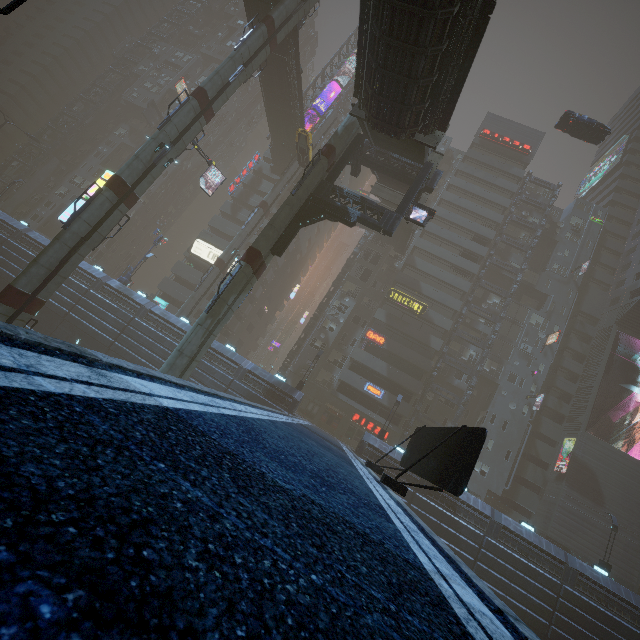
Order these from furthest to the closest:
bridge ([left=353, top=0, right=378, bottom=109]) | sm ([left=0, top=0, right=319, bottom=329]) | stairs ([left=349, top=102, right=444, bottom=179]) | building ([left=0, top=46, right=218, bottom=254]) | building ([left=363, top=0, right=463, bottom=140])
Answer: building ([left=0, top=46, right=218, bottom=254]), sm ([left=0, top=0, right=319, bottom=329]), stairs ([left=349, top=102, right=444, bottom=179]), bridge ([left=353, top=0, right=378, bottom=109]), building ([left=363, top=0, right=463, bottom=140])

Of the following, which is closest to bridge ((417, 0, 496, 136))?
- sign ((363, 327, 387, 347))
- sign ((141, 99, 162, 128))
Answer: sign ((141, 99, 162, 128))

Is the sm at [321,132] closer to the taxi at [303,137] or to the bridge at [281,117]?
the bridge at [281,117]

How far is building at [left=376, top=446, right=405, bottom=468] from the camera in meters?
27.0 m

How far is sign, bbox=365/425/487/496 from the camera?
8.97m

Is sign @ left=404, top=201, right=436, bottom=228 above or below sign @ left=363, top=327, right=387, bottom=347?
above

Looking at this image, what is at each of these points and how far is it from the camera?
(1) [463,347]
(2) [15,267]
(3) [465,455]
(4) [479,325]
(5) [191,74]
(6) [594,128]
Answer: (1) building, 42.5 meters
(2) building, 33.4 meters
(3) sign, 9.4 meters
(4) building, 43.2 meters
(5) building, 59.7 meters
(6) car, 29.9 meters

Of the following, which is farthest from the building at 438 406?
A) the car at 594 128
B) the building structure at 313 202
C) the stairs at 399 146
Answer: the building structure at 313 202
